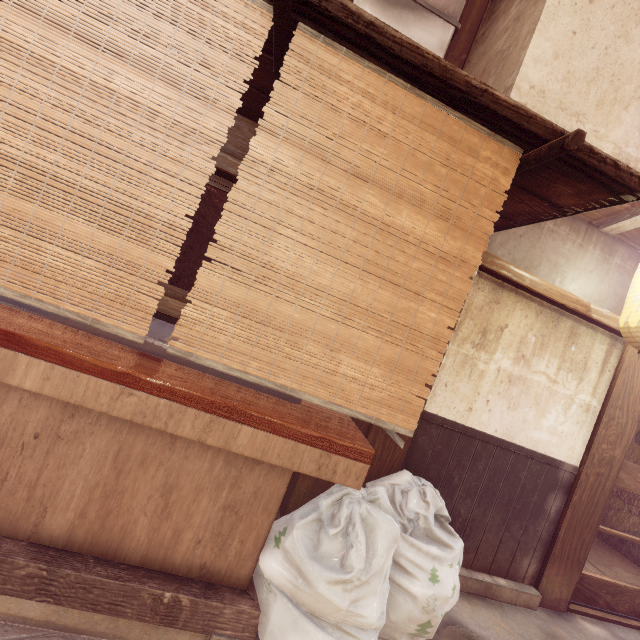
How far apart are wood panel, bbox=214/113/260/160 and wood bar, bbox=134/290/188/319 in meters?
2.3

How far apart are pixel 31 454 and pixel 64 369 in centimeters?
125cm

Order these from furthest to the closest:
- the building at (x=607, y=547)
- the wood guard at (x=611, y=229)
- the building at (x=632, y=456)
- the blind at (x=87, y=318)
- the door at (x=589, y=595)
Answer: the building at (x=632, y=456)
the building at (x=607, y=547)
the door at (x=589, y=595)
the wood guard at (x=611, y=229)
the blind at (x=87, y=318)

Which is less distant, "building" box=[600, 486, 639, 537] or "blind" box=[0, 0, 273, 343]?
"blind" box=[0, 0, 273, 343]

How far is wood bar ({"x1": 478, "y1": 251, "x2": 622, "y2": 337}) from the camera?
5.24m

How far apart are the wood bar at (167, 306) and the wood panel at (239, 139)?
2.32m

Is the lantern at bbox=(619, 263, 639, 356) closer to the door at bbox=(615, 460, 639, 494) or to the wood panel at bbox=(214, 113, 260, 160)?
the door at bbox=(615, 460, 639, 494)

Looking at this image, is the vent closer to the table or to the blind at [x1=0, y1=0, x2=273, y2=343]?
the blind at [x1=0, y1=0, x2=273, y2=343]
